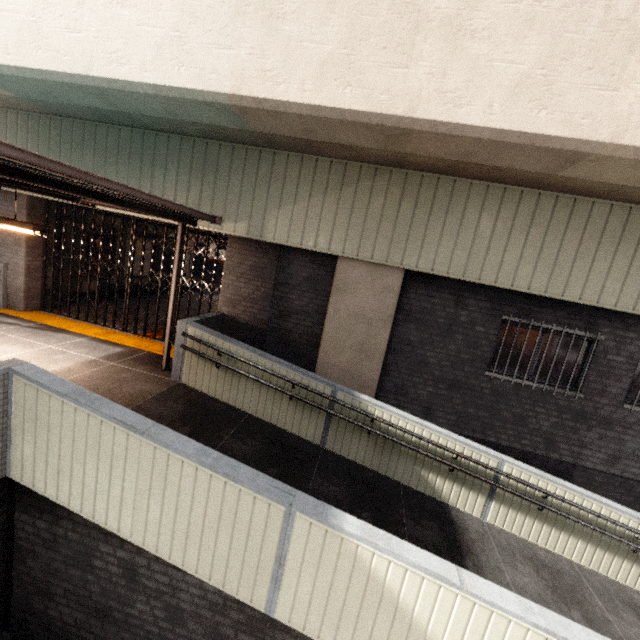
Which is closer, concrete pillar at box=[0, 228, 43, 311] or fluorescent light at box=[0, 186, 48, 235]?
fluorescent light at box=[0, 186, 48, 235]

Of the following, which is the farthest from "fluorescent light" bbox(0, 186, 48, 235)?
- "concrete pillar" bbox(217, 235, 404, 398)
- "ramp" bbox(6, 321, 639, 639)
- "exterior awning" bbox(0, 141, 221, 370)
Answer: "concrete pillar" bbox(217, 235, 404, 398)

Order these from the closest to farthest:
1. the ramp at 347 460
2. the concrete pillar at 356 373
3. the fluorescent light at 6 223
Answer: the ramp at 347 460 < the fluorescent light at 6 223 < the concrete pillar at 356 373

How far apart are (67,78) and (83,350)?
4.93m

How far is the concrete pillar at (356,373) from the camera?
6.6m

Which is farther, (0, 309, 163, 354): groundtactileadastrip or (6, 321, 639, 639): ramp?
(0, 309, 163, 354): groundtactileadastrip

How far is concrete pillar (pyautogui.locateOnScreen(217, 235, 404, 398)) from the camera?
6.58m

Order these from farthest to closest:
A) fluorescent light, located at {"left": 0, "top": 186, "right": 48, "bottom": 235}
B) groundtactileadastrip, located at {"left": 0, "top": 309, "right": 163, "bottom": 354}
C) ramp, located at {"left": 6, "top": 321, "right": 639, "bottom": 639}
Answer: groundtactileadastrip, located at {"left": 0, "top": 309, "right": 163, "bottom": 354}, fluorescent light, located at {"left": 0, "top": 186, "right": 48, "bottom": 235}, ramp, located at {"left": 6, "top": 321, "right": 639, "bottom": 639}
